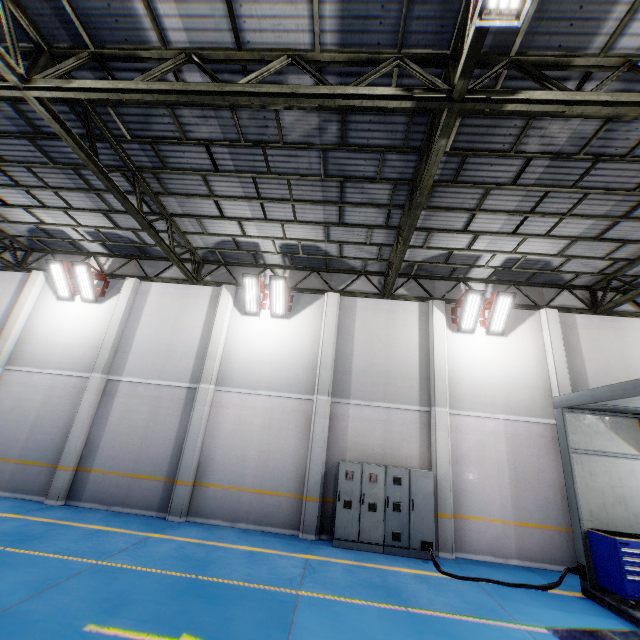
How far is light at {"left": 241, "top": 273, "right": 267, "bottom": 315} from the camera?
11.5m

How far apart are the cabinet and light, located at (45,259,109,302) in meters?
10.9

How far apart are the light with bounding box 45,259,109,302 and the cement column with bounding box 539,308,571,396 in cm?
1664

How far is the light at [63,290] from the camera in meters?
12.1

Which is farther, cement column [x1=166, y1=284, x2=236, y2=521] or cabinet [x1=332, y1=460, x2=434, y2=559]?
cement column [x1=166, y1=284, x2=236, y2=521]

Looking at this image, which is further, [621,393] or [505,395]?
[505,395]

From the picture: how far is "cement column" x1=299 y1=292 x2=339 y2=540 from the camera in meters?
9.5 m

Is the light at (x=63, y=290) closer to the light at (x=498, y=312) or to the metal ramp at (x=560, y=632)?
the light at (x=498, y=312)
